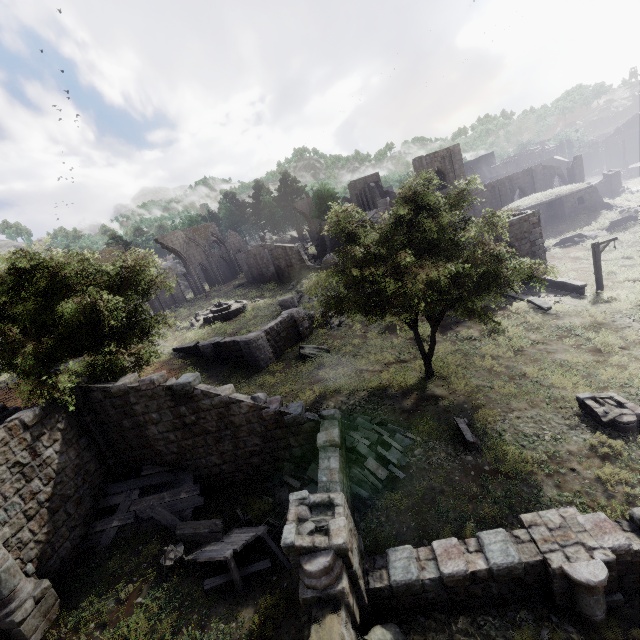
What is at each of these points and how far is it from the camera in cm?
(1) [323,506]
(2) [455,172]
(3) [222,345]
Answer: (1) building, 792
(2) building, 4203
(3) building, 2402

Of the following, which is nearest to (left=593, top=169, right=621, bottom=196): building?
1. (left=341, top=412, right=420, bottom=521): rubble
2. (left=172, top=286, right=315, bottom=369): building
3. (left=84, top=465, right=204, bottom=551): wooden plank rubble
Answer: (left=172, top=286, right=315, bottom=369): building

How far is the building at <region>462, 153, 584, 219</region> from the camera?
42.6m

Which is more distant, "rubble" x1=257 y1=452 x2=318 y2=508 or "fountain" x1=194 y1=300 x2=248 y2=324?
"fountain" x1=194 y1=300 x2=248 y2=324

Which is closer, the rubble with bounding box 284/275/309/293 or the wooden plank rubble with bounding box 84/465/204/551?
the wooden plank rubble with bounding box 84/465/204/551

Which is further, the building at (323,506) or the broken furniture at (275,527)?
the broken furniture at (275,527)

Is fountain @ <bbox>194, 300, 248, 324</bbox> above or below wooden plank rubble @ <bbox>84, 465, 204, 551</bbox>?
above

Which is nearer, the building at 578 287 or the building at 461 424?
the building at 461 424
